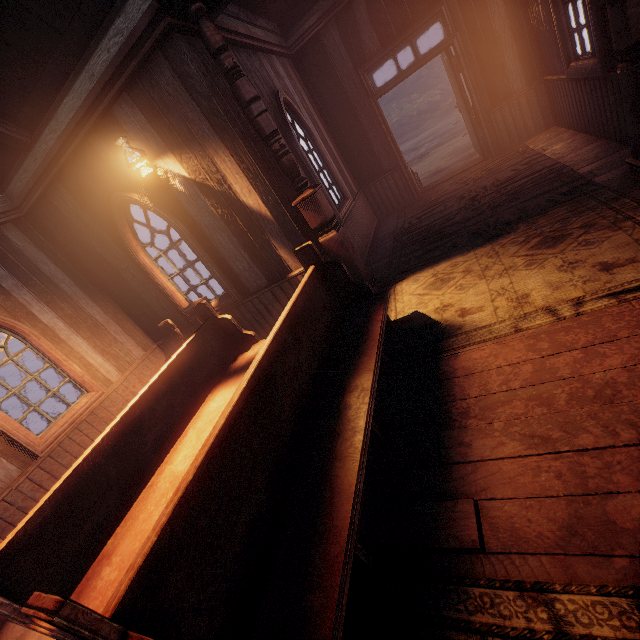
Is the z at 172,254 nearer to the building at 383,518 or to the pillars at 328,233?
the building at 383,518

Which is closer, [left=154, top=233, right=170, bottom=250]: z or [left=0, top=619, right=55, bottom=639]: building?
[left=0, top=619, right=55, bottom=639]: building

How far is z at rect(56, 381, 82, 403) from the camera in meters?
17.4 m

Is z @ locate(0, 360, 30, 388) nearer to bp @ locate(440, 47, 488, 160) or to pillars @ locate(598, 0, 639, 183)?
bp @ locate(440, 47, 488, 160)

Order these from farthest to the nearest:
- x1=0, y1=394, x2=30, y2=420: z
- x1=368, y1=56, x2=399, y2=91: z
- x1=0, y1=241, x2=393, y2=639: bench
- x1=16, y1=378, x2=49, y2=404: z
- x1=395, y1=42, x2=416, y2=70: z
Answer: x1=368, y1=56, x2=399, y2=91: z
x1=395, y1=42, x2=416, y2=70: z
x1=16, y1=378, x2=49, y2=404: z
x1=0, y1=394, x2=30, y2=420: z
x1=0, y1=241, x2=393, y2=639: bench

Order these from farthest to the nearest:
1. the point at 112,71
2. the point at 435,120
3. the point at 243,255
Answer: the point at 435,120, the point at 243,255, the point at 112,71

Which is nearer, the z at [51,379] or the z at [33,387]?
the z at [33,387]

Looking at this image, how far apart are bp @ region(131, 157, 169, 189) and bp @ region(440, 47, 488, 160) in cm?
562
